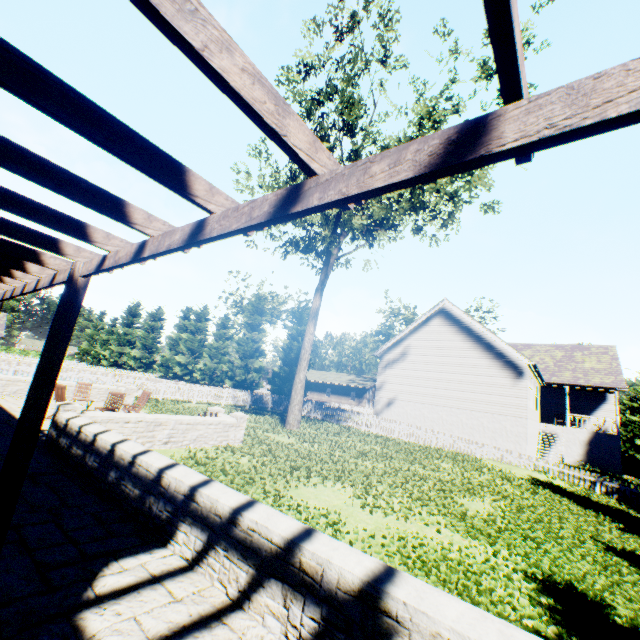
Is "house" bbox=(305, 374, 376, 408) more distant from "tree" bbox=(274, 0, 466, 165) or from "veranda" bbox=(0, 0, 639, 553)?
"veranda" bbox=(0, 0, 639, 553)

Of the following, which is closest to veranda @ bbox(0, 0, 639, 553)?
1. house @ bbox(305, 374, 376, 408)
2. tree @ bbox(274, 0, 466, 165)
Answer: tree @ bbox(274, 0, 466, 165)

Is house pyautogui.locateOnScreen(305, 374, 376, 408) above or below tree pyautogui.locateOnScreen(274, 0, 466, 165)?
below

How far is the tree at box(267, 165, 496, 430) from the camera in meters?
16.2

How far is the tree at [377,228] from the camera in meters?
16.2

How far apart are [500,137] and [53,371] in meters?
4.0
